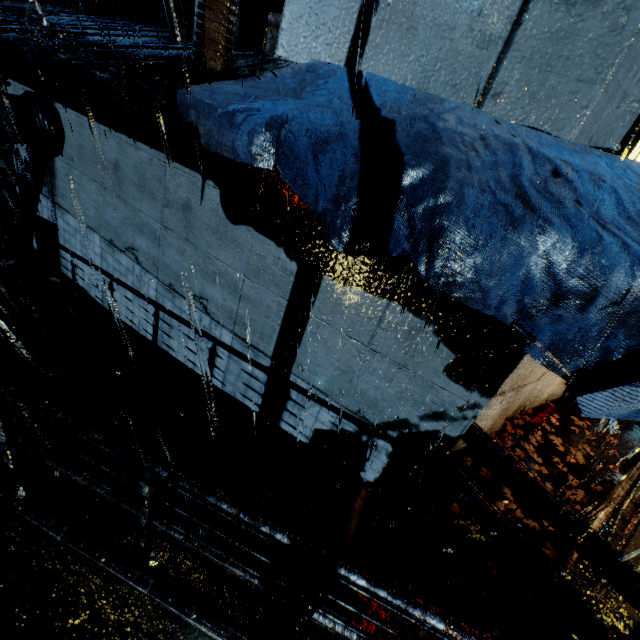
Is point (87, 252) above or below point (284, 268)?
below

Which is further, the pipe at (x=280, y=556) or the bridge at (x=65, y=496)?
the pipe at (x=280, y=556)

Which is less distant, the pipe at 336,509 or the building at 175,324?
the building at 175,324

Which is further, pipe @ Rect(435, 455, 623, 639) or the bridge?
pipe @ Rect(435, 455, 623, 639)

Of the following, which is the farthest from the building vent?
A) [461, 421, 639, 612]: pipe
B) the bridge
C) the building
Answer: [461, 421, 639, 612]: pipe

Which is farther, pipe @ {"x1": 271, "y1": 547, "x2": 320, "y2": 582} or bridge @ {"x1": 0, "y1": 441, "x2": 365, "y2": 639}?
pipe @ {"x1": 271, "y1": 547, "x2": 320, "y2": 582}

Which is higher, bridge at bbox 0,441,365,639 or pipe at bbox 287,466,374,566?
bridge at bbox 0,441,365,639

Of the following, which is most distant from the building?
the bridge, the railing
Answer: the railing
